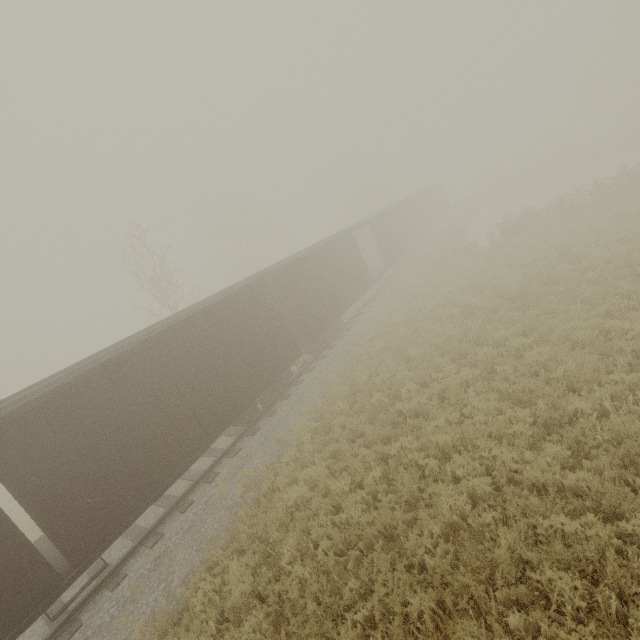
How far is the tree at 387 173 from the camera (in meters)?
45.88

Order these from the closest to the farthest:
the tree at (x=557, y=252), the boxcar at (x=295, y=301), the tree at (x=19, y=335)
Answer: the tree at (x=557, y=252), the boxcar at (x=295, y=301), the tree at (x=19, y=335)

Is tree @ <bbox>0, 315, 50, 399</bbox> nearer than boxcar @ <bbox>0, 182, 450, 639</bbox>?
No

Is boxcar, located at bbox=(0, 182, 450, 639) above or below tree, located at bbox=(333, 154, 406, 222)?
A: below

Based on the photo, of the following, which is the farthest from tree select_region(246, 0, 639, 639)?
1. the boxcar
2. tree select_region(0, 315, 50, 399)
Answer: tree select_region(0, 315, 50, 399)

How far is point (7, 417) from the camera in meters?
6.4 m

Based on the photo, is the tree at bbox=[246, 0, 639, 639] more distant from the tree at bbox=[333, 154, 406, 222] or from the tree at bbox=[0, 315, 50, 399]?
the tree at bbox=[0, 315, 50, 399]

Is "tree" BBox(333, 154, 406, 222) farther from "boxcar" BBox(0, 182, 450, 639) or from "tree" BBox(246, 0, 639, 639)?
"boxcar" BBox(0, 182, 450, 639)
